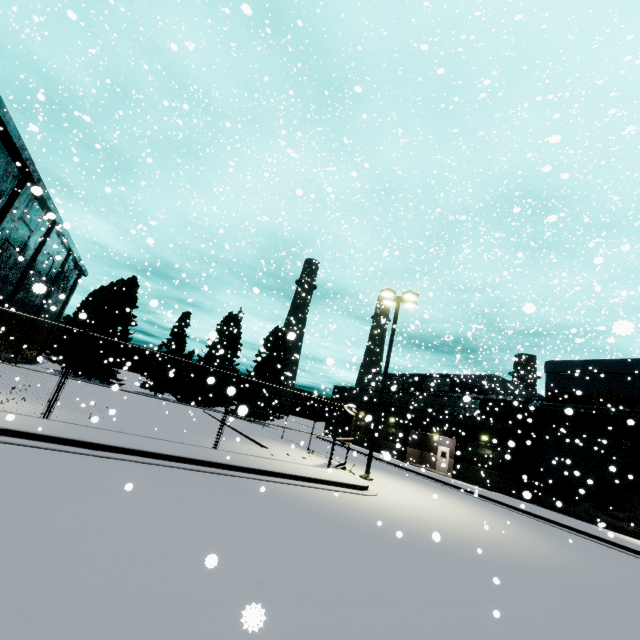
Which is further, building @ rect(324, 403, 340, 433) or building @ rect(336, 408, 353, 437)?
building @ rect(324, 403, 340, 433)

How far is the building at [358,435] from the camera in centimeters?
4103cm

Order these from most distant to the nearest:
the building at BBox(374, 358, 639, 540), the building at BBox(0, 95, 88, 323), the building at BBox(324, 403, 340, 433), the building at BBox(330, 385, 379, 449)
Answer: the building at BBox(324, 403, 340, 433) → the building at BBox(330, 385, 379, 449) → the building at BBox(0, 95, 88, 323) → the building at BBox(374, 358, 639, 540)

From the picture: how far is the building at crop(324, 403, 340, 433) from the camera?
48.1 meters

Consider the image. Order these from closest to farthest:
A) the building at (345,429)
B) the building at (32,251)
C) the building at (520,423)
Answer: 1. the building at (520,423)
2. the building at (32,251)
3. the building at (345,429)

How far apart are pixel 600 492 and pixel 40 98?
33.0 meters
